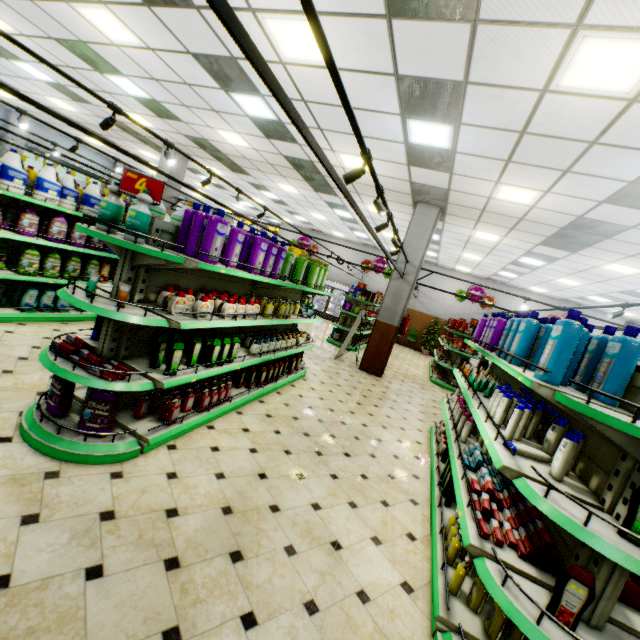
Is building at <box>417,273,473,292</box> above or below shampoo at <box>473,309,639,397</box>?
above

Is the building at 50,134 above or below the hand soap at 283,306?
above

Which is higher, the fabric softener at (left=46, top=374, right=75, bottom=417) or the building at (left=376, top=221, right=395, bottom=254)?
the building at (left=376, top=221, right=395, bottom=254)

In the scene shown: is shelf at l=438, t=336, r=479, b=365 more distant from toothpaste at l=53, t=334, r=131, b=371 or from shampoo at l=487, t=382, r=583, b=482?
toothpaste at l=53, t=334, r=131, b=371

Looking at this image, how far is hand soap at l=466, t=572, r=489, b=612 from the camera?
2.3m

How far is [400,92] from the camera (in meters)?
4.57

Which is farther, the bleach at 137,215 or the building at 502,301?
the building at 502,301

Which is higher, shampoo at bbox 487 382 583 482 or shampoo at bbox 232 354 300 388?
shampoo at bbox 487 382 583 482
